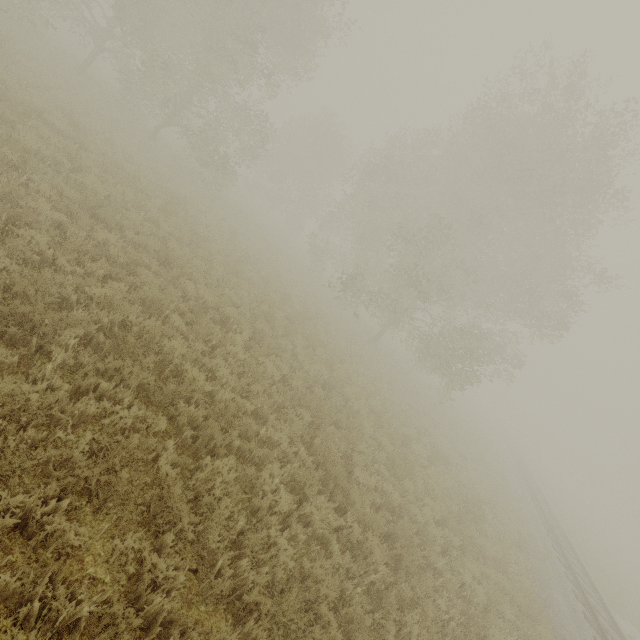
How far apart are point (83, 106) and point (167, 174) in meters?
4.2
